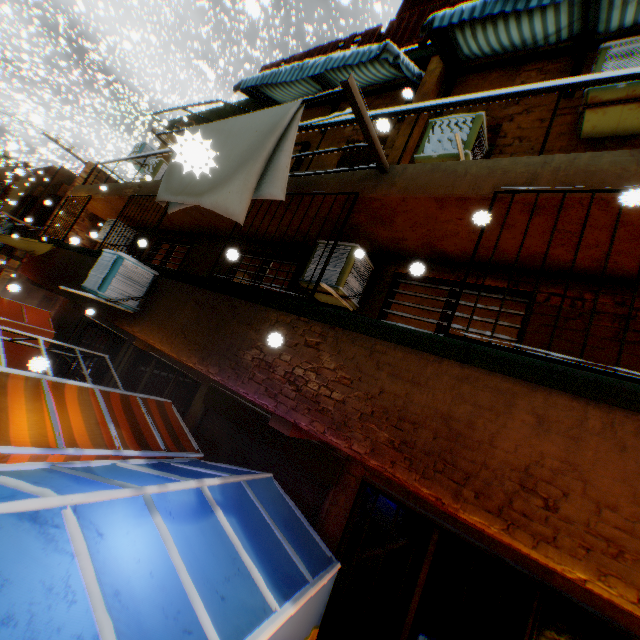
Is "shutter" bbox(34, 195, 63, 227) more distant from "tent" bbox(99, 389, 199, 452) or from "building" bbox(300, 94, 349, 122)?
"tent" bbox(99, 389, 199, 452)

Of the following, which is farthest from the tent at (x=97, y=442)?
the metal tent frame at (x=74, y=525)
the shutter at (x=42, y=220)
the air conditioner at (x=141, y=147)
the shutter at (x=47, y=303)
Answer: the air conditioner at (x=141, y=147)

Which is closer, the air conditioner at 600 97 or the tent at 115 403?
the air conditioner at 600 97

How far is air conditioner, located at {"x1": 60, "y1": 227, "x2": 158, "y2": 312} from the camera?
5.5 meters

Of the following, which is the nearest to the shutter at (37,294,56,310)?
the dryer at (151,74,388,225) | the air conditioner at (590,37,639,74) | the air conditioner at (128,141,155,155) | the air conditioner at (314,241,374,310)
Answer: the dryer at (151,74,388,225)

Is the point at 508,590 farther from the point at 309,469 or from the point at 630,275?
the point at 630,275

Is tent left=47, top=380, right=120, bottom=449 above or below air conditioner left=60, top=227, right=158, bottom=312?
below

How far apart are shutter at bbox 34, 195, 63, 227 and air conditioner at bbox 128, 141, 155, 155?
4.0 meters
